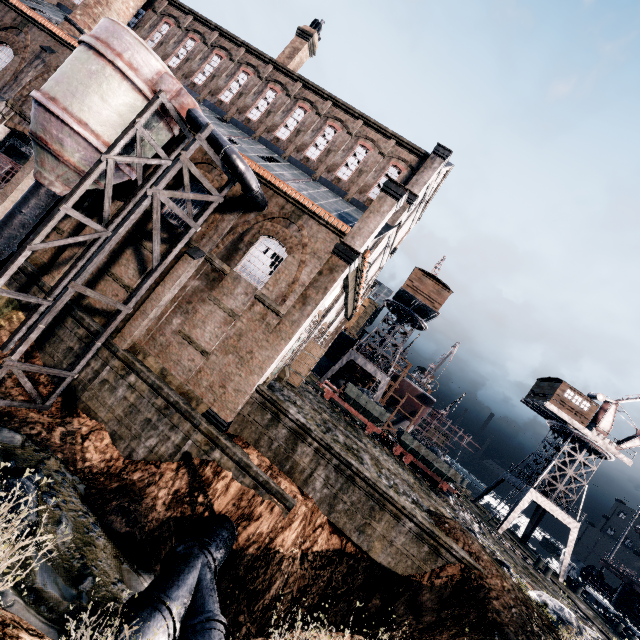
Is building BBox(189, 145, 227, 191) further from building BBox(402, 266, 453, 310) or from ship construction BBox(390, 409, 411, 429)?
ship construction BBox(390, 409, 411, 429)

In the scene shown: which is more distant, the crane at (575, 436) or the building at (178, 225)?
the crane at (575, 436)

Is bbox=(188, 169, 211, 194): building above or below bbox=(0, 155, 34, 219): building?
above

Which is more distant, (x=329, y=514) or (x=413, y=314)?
(x=413, y=314)

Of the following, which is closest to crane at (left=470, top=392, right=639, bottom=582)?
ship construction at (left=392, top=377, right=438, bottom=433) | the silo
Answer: ship construction at (left=392, top=377, right=438, bottom=433)

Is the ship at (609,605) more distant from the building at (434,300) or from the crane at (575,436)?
the building at (434,300)

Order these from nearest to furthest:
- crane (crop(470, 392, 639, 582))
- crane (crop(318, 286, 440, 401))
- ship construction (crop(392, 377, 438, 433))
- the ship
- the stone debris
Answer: the stone debris → the ship → crane (crop(470, 392, 639, 582)) → crane (crop(318, 286, 440, 401)) → ship construction (crop(392, 377, 438, 433))

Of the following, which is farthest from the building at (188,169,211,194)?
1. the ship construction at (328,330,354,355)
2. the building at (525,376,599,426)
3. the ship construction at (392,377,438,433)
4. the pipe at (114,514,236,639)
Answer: the building at (525,376,599,426)
